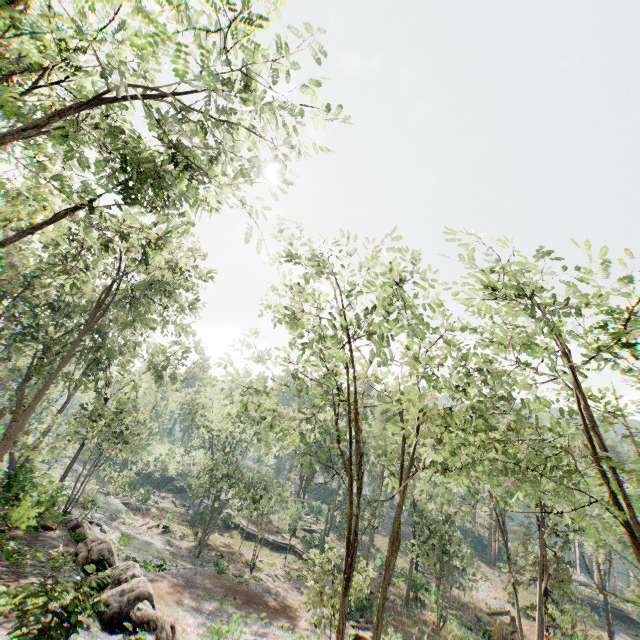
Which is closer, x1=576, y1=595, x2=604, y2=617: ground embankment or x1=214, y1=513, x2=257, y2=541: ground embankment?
x1=576, y1=595, x2=604, y2=617: ground embankment

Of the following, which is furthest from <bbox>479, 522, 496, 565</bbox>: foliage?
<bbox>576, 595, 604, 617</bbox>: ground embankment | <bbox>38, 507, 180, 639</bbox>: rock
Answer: <bbox>576, 595, 604, 617</bbox>: ground embankment

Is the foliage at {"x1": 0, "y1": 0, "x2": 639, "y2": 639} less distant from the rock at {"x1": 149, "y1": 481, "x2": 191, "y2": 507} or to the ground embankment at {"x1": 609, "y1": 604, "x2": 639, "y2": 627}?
the rock at {"x1": 149, "y1": 481, "x2": 191, "y2": 507}

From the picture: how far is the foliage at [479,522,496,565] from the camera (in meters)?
23.32

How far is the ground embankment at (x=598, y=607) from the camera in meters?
44.0

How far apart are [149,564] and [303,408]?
22.6 meters

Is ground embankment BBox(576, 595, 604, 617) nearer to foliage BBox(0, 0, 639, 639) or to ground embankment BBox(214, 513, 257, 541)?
foliage BBox(0, 0, 639, 639)

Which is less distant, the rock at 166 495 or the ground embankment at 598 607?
the ground embankment at 598 607
